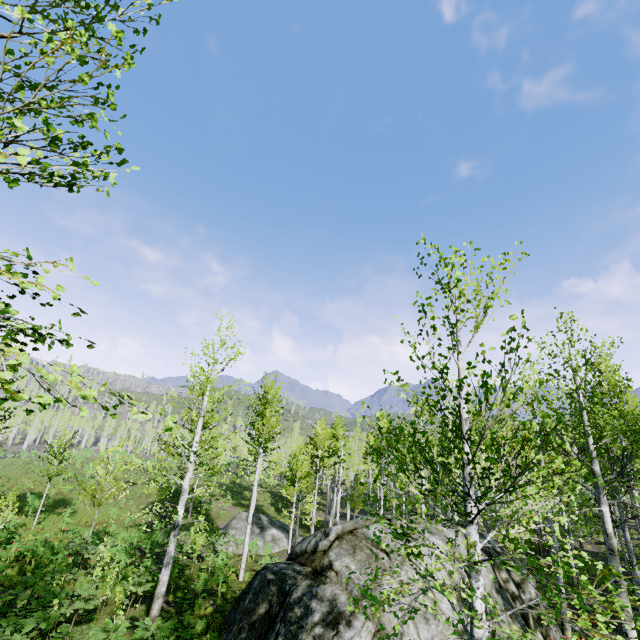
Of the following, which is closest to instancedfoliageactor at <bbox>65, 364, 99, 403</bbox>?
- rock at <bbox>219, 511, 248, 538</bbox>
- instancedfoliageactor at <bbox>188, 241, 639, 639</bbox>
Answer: rock at <bbox>219, 511, 248, 538</bbox>

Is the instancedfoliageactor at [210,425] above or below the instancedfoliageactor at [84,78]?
below

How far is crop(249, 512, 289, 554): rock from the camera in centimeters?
2294cm

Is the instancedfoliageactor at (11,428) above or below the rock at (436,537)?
above

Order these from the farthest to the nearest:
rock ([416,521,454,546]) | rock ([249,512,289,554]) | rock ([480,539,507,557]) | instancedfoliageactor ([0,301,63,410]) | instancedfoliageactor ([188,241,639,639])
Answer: rock ([249,512,289,554]), rock ([480,539,507,557]), rock ([416,521,454,546]), instancedfoliageactor ([188,241,639,639]), instancedfoliageactor ([0,301,63,410])

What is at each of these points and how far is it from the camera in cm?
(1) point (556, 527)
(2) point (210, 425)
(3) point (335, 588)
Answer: (1) instancedfoliageactor, 452
(2) instancedfoliageactor, 2361
(3) rock, 877

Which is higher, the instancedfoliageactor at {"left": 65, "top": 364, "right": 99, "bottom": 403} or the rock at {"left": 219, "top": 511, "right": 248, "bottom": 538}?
the instancedfoliageactor at {"left": 65, "top": 364, "right": 99, "bottom": 403}
